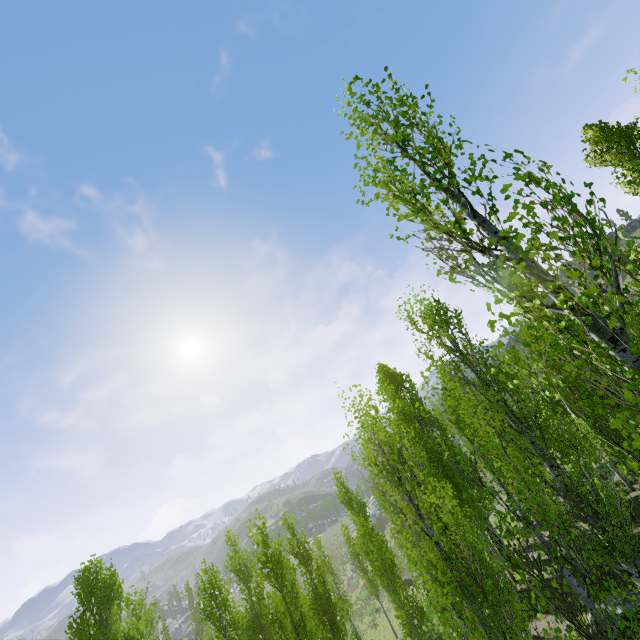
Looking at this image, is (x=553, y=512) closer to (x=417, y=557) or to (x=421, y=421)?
(x=421, y=421)

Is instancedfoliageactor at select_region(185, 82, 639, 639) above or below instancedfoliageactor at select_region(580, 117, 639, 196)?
below

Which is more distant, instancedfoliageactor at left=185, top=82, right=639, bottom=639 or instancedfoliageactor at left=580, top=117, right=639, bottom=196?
instancedfoliageactor at left=580, top=117, right=639, bottom=196

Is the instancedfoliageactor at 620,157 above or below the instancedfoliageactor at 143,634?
above
